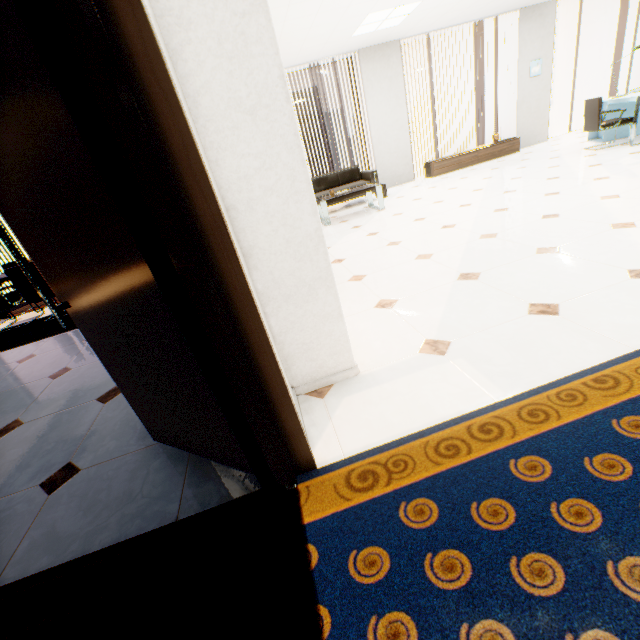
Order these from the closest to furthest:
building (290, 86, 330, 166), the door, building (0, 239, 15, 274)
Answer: the door → building (290, 86, 330, 166) → building (0, 239, 15, 274)

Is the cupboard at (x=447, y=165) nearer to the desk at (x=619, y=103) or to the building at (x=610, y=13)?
the desk at (x=619, y=103)

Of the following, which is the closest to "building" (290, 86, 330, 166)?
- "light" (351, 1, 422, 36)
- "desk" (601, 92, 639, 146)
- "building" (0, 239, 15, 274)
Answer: "building" (0, 239, 15, 274)

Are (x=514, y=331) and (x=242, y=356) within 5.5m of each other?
yes

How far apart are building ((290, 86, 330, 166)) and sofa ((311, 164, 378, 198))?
57.3m

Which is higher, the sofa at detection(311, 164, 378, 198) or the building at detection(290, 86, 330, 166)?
the building at detection(290, 86, 330, 166)

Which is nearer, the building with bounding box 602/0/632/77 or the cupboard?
the cupboard

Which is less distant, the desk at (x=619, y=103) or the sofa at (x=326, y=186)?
the desk at (x=619, y=103)
